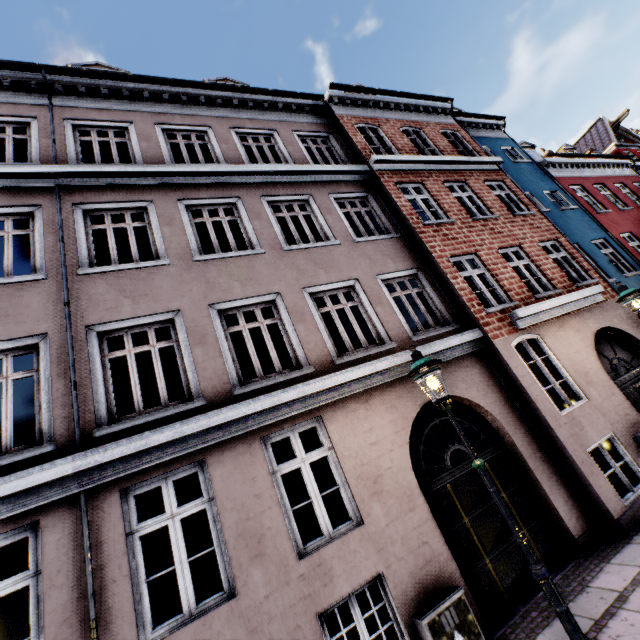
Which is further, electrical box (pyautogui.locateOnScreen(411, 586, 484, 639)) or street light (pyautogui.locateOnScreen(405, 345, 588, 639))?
electrical box (pyautogui.locateOnScreen(411, 586, 484, 639))

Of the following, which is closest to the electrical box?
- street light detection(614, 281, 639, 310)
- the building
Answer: the building

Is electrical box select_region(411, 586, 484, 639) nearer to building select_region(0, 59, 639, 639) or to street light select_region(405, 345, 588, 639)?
building select_region(0, 59, 639, 639)

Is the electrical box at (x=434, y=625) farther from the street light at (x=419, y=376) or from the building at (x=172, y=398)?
the street light at (x=419, y=376)

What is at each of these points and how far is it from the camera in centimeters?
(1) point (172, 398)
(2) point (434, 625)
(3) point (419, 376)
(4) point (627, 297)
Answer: (1) building, 1666cm
(2) electrical box, 428cm
(3) street light, 428cm
(4) street light, 685cm

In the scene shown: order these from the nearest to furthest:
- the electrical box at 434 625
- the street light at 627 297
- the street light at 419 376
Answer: Answer: the street light at 419 376 → the electrical box at 434 625 → the street light at 627 297

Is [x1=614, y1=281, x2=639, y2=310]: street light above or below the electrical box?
above
